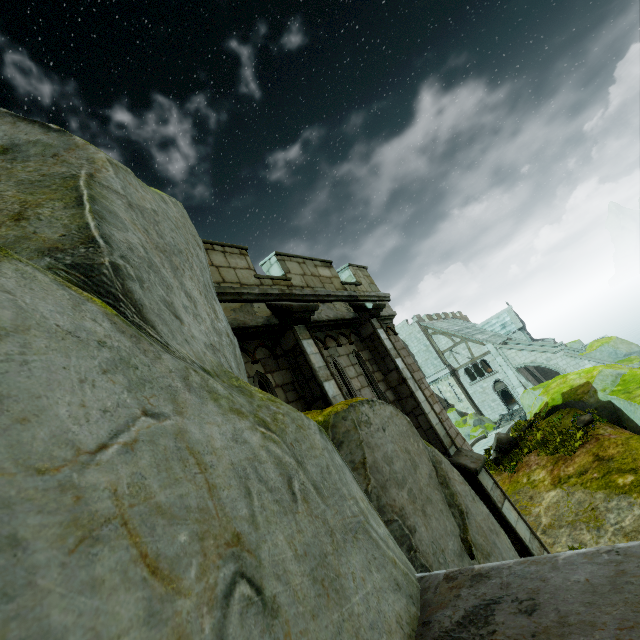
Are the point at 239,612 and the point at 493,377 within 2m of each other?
no

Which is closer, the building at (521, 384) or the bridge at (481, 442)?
the bridge at (481, 442)

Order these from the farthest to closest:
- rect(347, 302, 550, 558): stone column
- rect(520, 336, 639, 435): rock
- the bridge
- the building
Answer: the building, the bridge, rect(520, 336, 639, 435): rock, rect(347, 302, 550, 558): stone column

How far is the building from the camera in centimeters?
3378cm

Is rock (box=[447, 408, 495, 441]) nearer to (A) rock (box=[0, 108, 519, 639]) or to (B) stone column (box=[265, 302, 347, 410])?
(A) rock (box=[0, 108, 519, 639])

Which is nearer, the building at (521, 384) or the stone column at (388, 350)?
the stone column at (388, 350)

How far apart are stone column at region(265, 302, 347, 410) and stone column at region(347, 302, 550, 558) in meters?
2.2

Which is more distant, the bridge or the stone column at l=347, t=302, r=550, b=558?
the bridge
